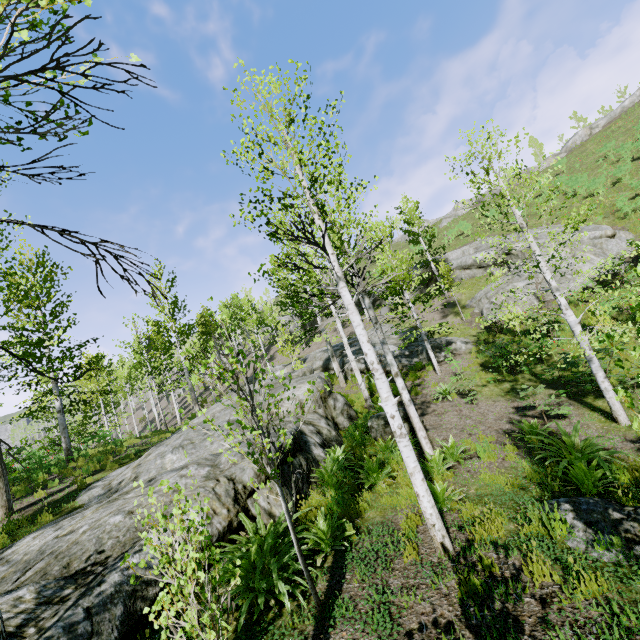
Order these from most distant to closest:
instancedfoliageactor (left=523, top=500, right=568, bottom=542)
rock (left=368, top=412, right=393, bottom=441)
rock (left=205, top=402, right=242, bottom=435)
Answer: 1. rock (left=368, top=412, right=393, bottom=441)
2. rock (left=205, top=402, right=242, bottom=435)
3. instancedfoliageactor (left=523, top=500, right=568, bottom=542)

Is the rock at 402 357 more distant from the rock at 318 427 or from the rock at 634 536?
the rock at 634 536

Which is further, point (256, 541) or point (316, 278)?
point (316, 278)

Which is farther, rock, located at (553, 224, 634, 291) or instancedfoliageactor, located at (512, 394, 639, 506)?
rock, located at (553, 224, 634, 291)

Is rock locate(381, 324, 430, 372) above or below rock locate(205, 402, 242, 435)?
below

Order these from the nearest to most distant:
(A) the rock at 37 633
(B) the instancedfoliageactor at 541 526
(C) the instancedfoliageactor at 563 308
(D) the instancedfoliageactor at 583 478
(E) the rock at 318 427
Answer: (A) the rock at 37 633, (B) the instancedfoliageactor at 541 526, (D) the instancedfoliageactor at 583 478, (E) the rock at 318 427, (C) the instancedfoliageactor at 563 308

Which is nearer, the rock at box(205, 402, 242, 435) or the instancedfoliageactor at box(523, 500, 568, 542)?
the instancedfoliageactor at box(523, 500, 568, 542)

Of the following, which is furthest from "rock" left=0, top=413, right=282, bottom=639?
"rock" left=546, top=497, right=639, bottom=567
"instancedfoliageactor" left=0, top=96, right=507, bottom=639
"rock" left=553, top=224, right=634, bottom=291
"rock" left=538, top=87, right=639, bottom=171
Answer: "rock" left=538, top=87, right=639, bottom=171
